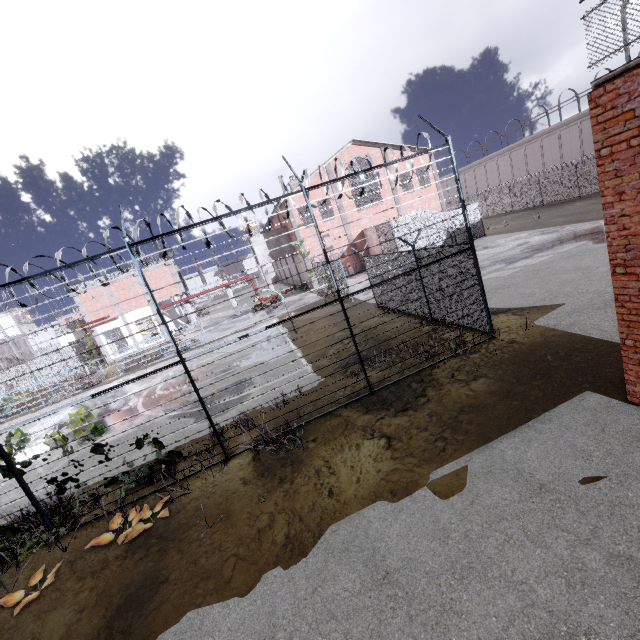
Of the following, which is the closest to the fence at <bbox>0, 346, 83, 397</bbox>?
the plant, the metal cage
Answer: the plant

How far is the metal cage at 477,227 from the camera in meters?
28.0 m

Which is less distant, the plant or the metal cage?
the plant

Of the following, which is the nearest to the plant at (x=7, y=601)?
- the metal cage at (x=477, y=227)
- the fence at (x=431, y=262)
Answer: the fence at (x=431, y=262)

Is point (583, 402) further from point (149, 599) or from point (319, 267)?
point (319, 267)

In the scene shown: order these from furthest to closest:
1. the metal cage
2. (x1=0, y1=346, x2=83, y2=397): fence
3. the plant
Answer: the metal cage < (x1=0, y1=346, x2=83, y2=397): fence < the plant

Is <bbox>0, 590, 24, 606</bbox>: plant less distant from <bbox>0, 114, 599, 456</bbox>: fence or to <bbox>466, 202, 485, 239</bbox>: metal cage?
<bbox>0, 114, 599, 456</bbox>: fence
